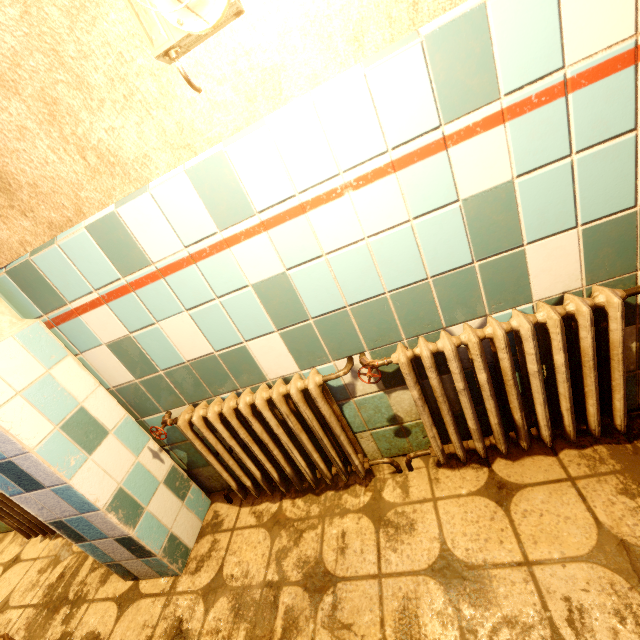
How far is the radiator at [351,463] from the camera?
1.29m

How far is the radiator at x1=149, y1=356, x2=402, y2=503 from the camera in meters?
1.3

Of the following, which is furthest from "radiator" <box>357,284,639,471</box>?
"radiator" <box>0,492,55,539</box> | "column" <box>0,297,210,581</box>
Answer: "radiator" <box>0,492,55,539</box>

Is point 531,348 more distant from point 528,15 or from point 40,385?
point 40,385

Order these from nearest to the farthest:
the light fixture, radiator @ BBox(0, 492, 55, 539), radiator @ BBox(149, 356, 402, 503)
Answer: the light fixture < radiator @ BBox(149, 356, 402, 503) < radiator @ BBox(0, 492, 55, 539)

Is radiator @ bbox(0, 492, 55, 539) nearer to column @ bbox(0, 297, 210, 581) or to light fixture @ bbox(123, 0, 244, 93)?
column @ bbox(0, 297, 210, 581)

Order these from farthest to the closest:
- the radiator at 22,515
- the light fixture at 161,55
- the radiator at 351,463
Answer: the radiator at 22,515
the radiator at 351,463
the light fixture at 161,55
